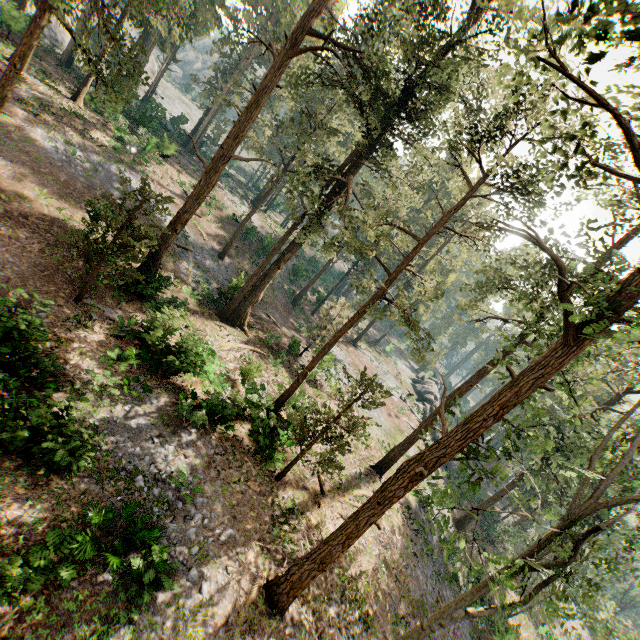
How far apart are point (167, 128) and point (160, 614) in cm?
5058

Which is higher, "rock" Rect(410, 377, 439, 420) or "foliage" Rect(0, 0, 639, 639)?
"foliage" Rect(0, 0, 639, 639)

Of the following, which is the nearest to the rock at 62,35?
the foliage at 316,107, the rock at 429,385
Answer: the foliage at 316,107

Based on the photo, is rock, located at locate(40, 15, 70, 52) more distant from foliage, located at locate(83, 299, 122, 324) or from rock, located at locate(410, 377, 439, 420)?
rock, located at locate(410, 377, 439, 420)

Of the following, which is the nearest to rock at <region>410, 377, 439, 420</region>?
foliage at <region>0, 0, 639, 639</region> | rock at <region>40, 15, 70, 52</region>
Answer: foliage at <region>0, 0, 639, 639</region>

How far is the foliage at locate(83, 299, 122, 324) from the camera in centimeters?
1694cm

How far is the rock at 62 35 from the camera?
41.9m
